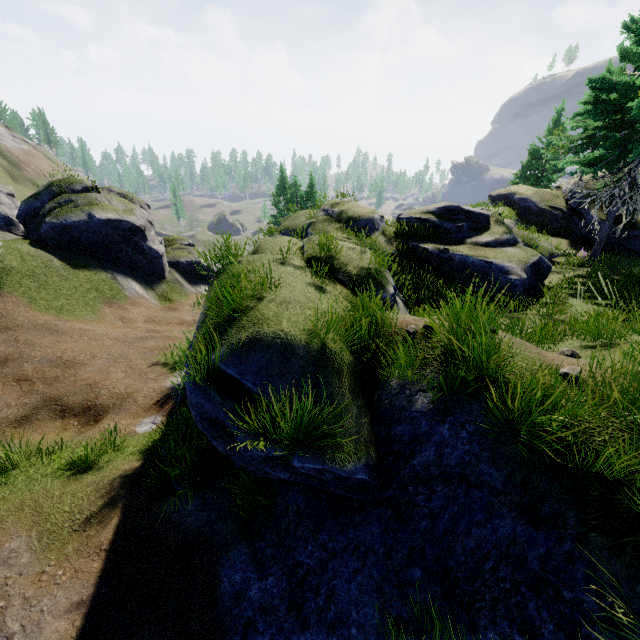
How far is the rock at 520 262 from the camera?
10.6 meters

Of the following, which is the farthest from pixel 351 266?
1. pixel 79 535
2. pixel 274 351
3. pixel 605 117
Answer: pixel 605 117

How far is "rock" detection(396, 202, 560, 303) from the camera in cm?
1059
